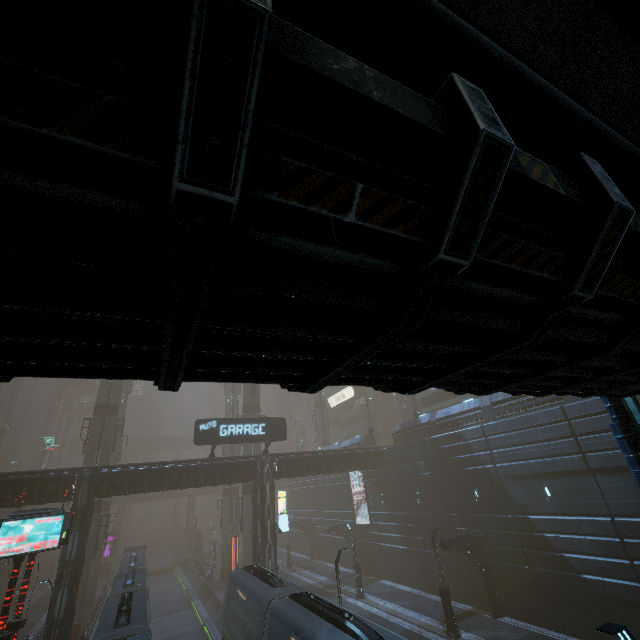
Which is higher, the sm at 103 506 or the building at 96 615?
the sm at 103 506

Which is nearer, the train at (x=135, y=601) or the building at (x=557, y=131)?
the building at (x=557, y=131)

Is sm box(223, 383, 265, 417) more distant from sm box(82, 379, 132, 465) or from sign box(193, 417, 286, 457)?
sm box(82, 379, 132, 465)

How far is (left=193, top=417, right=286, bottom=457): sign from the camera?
25.6 meters

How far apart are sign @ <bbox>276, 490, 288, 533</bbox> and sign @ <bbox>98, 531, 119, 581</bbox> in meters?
39.7 m

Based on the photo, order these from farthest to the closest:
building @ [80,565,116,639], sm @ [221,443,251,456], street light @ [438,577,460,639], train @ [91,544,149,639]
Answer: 1. sm @ [221,443,251,456]
2. building @ [80,565,116,639]
3. street light @ [438,577,460,639]
4. train @ [91,544,149,639]

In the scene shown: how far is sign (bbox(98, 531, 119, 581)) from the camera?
47.8m

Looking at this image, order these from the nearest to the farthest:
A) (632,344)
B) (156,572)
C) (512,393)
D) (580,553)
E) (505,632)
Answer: (632,344), (512,393), (580,553), (505,632), (156,572)
